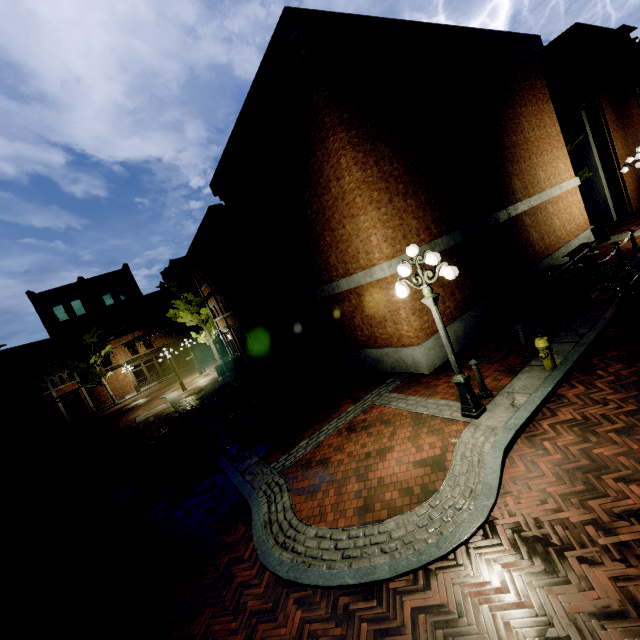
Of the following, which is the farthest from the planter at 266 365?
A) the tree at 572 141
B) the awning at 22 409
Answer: the awning at 22 409

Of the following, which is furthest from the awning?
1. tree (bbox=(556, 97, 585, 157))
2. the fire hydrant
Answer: the fire hydrant

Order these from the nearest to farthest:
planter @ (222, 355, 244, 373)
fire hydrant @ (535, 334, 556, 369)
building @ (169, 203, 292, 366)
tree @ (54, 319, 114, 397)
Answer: fire hydrant @ (535, 334, 556, 369), building @ (169, 203, 292, 366), planter @ (222, 355, 244, 373), tree @ (54, 319, 114, 397)

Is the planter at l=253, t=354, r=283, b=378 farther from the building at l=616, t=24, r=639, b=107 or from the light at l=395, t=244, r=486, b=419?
the building at l=616, t=24, r=639, b=107

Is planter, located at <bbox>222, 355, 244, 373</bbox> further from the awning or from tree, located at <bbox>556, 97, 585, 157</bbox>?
the awning

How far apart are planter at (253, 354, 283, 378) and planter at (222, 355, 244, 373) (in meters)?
6.91

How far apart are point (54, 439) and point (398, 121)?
38.1 meters

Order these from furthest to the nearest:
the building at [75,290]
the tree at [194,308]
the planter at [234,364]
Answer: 1. the building at [75,290]
2. the tree at [194,308]
3. the planter at [234,364]
